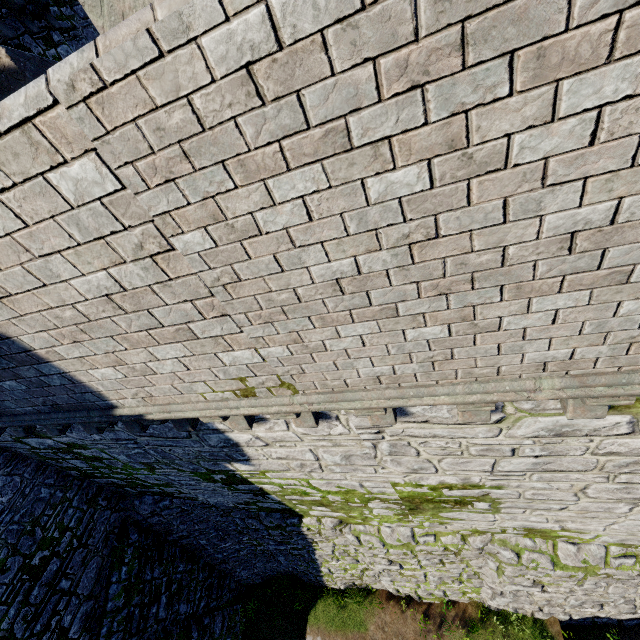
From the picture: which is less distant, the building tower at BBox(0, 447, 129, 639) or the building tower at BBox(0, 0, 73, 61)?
the building tower at BBox(0, 447, 129, 639)

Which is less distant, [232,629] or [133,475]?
[133,475]

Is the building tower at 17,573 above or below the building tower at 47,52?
below

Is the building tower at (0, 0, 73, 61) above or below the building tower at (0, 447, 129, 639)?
above

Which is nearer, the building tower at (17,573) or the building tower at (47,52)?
the building tower at (17,573)
